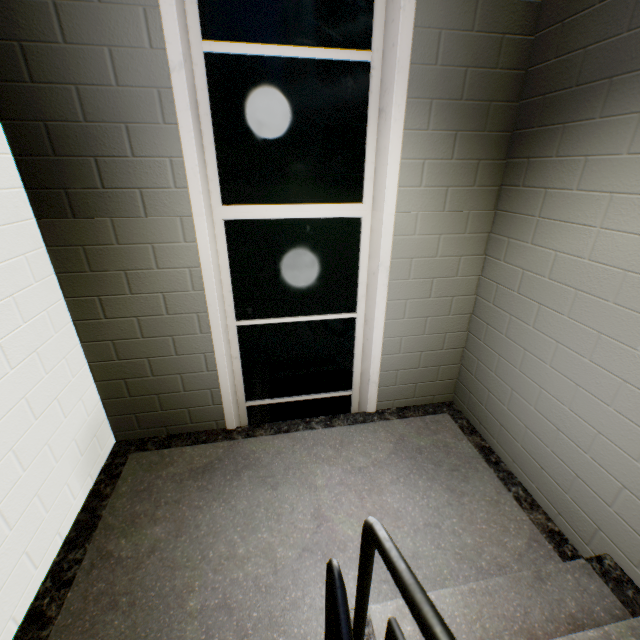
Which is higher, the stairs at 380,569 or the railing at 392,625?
the railing at 392,625

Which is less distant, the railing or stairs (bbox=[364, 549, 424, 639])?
the railing

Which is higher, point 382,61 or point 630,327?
point 382,61

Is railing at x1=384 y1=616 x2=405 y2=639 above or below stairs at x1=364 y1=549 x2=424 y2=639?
above
